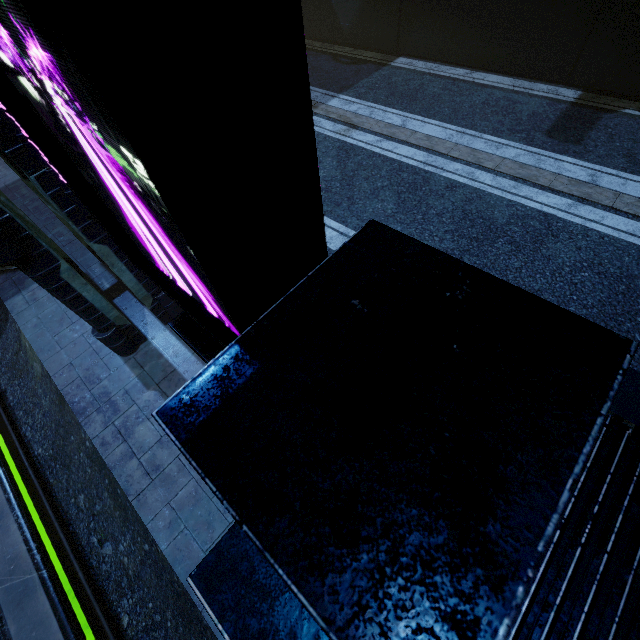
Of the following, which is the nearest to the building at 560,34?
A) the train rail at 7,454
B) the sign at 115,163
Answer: the train rail at 7,454

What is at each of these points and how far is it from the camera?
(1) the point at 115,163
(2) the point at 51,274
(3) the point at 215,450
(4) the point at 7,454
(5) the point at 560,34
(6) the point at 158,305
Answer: (1) sign, 1.34m
(2) building, 4.19m
(3) building, 0.89m
(4) train rail, 5.86m
(5) building, 9.02m
(6) building, 5.68m

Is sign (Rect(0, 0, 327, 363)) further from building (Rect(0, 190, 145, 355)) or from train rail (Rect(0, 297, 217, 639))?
train rail (Rect(0, 297, 217, 639))

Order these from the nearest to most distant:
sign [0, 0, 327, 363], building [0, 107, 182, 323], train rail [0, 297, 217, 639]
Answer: sign [0, 0, 327, 363] → building [0, 107, 182, 323] → train rail [0, 297, 217, 639]

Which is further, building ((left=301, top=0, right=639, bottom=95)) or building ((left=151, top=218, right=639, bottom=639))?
building ((left=301, top=0, right=639, bottom=95))

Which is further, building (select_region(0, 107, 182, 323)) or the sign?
building (select_region(0, 107, 182, 323))
